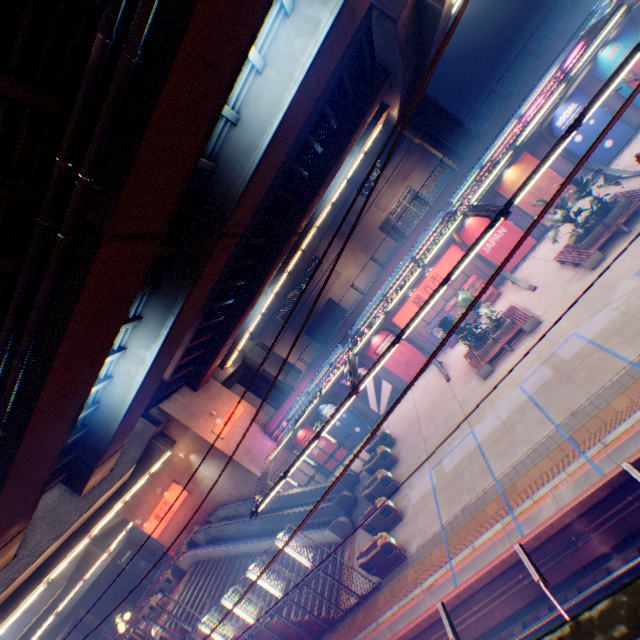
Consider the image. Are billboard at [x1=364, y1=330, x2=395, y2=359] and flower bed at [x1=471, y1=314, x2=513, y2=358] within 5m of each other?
no

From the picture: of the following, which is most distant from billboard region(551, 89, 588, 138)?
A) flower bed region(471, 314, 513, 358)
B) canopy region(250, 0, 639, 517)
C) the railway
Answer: the railway

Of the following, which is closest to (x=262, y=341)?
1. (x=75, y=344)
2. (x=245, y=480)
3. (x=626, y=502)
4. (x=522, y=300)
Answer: (x=245, y=480)

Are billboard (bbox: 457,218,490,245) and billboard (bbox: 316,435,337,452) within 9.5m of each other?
no

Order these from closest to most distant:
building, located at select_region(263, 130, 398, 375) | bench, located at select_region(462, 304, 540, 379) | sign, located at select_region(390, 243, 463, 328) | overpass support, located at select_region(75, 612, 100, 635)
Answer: bench, located at select_region(462, 304, 540, 379), sign, located at select_region(390, 243, 463, 328), building, located at select_region(263, 130, 398, 375), overpass support, located at select_region(75, 612, 100, 635)

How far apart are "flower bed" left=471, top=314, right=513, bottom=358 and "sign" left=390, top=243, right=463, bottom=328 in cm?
523

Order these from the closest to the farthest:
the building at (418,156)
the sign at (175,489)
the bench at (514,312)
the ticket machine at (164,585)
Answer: the bench at (514,312) → the ticket machine at (164,585) → the sign at (175,489) → the building at (418,156)

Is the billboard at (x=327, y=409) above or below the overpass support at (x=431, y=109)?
below
